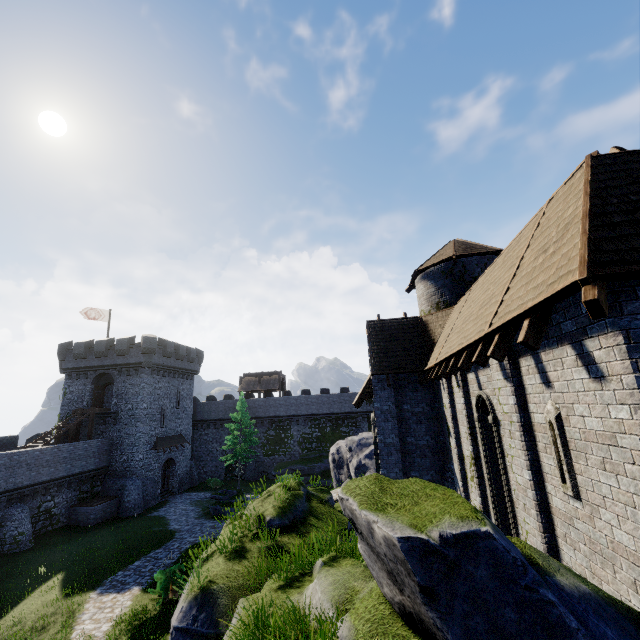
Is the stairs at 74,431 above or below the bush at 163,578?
above

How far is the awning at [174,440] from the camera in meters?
34.0 m

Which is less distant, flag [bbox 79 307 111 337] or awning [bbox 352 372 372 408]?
awning [bbox 352 372 372 408]

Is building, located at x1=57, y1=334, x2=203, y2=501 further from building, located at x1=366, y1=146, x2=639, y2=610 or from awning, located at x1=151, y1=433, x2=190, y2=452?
building, located at x1=366, y1=146, x2=639, y2=610

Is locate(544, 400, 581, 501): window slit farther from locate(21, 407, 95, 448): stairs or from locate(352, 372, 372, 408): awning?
locate(21, 407, 95, 448): stairs

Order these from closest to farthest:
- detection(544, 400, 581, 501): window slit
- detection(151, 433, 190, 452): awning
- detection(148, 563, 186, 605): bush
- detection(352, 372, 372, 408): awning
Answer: detection(544, 400, 581, 501): window slit → detection(148, 563, 186, 605): bush → detection(352, 372, 372, 408): awning → detection(151, 433, 190, 452): awning

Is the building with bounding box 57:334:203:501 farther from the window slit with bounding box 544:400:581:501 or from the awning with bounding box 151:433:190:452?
the window slit with bounding box 544:400:581:501

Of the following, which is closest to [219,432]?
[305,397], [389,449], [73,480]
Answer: [305,397]
